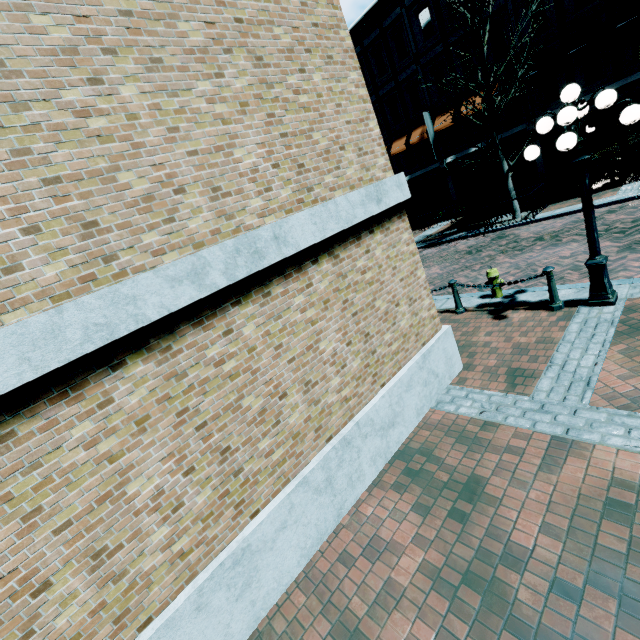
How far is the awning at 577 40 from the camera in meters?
13.5 m

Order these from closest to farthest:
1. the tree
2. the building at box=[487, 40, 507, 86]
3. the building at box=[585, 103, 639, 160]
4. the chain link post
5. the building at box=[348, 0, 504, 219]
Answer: the chain link post < the tree < the building at box=[585, 103, 639, 160] < the building at box=[487, 40, 507, 86] < the building at box=[348, 0, 504, 219]

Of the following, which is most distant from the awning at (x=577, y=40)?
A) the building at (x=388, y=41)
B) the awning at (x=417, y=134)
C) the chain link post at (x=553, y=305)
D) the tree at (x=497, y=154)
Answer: the chain link post at (x=553, y=305)

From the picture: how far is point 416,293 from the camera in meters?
5.2 m

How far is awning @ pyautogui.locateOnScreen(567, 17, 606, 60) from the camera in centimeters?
1350cm

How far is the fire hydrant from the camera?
7.6m

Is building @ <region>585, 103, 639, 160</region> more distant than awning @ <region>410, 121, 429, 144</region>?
No

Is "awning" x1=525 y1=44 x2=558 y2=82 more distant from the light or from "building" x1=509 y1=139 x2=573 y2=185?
the light
